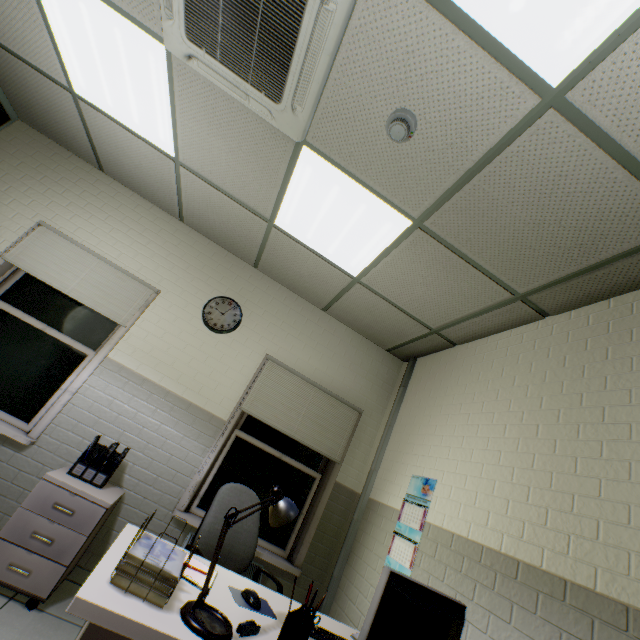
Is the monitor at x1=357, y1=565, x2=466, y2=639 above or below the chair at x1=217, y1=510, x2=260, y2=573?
above

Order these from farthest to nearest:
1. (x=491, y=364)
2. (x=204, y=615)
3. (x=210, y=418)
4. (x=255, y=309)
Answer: (x=255, y=309) < (x=210, y=418) < (x=491, y=364) < (x=204, y=615)

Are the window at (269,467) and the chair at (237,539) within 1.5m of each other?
yes

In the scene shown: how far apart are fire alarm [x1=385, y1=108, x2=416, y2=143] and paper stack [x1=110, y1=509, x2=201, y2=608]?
2.2 meters

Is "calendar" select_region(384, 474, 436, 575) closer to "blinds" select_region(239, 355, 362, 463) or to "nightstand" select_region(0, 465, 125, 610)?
"blinds" select_region(239, 355, 362, 463)

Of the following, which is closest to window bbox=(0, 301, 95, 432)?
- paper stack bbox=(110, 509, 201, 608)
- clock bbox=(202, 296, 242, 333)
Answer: clock bbox=(202, 296, 242, 333)

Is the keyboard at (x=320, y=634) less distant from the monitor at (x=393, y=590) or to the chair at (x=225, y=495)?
the monitor at (x=393, y=590)

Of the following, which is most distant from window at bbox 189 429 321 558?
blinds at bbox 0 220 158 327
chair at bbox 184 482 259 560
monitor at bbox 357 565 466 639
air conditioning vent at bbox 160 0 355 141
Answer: air conditioning vent at bbox 160 0 355 141
